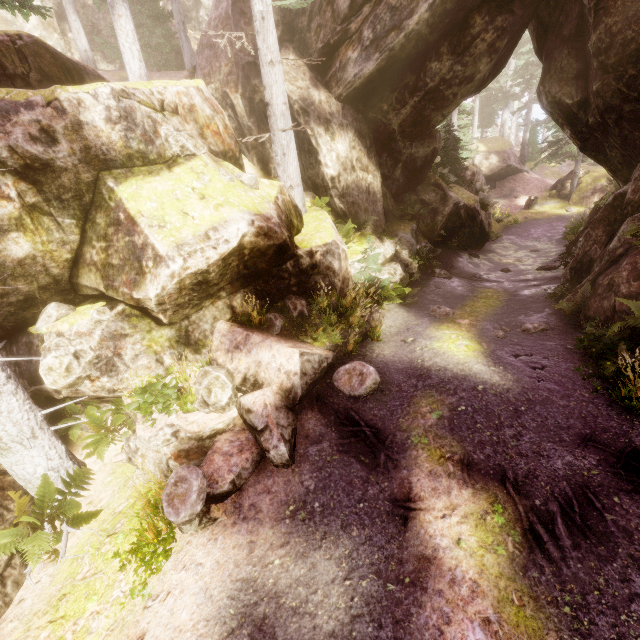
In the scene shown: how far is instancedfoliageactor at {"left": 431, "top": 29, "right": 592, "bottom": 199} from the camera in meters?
19.3 m

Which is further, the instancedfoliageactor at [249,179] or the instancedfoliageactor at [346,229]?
the instancedfoliageactor at [346,229]

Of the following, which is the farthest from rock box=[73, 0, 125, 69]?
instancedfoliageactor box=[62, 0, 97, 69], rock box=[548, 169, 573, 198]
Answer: rock box=[548, 169, 573, 198]

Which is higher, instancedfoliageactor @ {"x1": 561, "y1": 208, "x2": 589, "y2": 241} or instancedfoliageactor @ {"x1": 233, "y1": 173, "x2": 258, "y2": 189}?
instancedfoliageactor @ {"x1": 233, "y1": 173, "x2": 258, "y2": 189}

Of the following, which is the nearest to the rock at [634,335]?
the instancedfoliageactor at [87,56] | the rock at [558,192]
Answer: the instancedfoliageactor at [87,56]

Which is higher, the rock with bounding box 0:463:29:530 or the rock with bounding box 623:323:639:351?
the rock with bounding box 623:323:639:351

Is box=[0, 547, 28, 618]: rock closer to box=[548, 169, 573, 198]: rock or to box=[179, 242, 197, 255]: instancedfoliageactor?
box=[179, 242, 197, 255]: instancedfoliageactor

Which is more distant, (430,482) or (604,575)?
(430,482)
